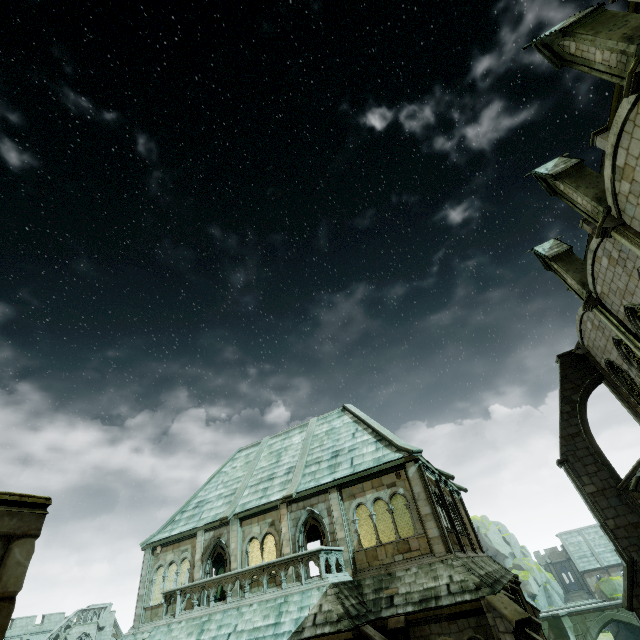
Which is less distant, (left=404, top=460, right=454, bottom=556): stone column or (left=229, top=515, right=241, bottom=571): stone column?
(left=404, top=460, right=454, bottom=556): stone column

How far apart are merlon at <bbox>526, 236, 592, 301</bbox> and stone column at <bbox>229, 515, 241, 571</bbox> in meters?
23.2 m

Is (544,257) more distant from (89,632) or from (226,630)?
(89,632)

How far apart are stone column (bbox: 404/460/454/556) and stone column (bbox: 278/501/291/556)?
6.6m

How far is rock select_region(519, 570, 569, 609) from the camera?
56.75m

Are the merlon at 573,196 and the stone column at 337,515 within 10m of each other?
no

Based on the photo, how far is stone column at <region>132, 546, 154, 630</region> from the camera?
18.29m

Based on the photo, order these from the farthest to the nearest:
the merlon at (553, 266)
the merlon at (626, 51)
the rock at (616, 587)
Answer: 1. the rock at (616, 587)
2. the merlon at (553, 266)
3. the merlon at (626, 51)
